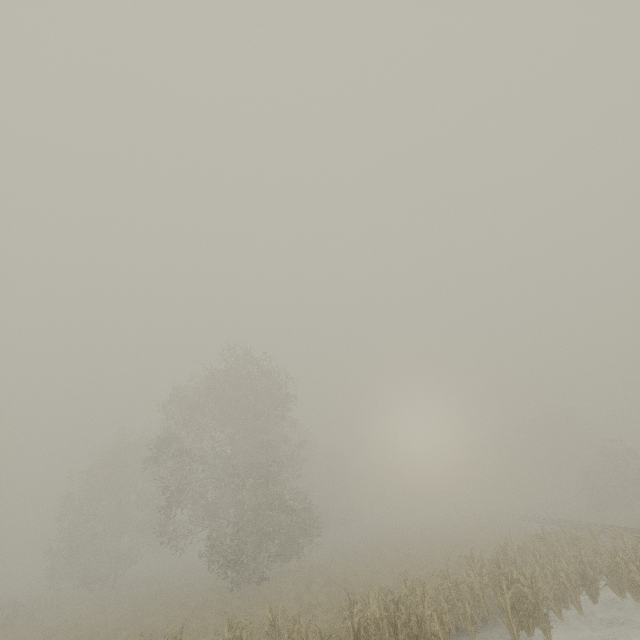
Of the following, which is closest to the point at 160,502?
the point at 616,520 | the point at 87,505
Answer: the point at 87,505
